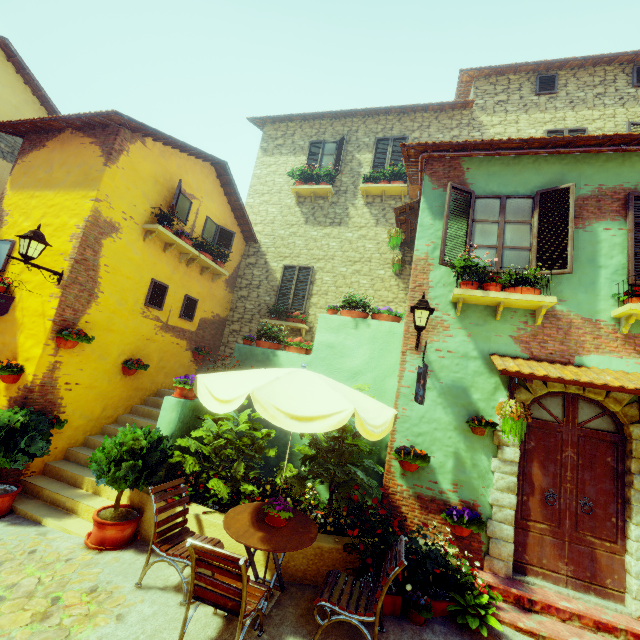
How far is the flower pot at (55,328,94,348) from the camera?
6.00m

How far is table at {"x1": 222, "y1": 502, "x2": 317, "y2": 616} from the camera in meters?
3.6 m

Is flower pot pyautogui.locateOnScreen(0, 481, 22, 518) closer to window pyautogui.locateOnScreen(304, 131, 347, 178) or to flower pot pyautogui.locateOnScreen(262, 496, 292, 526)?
flower pot pyautogui.locateOnScreen(262, 496, 292, 526)

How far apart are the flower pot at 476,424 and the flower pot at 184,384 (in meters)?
4.77

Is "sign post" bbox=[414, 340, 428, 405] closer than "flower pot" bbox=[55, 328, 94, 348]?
Yes

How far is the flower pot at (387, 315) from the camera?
7.1m

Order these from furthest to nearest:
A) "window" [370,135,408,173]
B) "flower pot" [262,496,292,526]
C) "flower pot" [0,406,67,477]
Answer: "window" [370,135,408,173] → "flower pot" [0,406,67,477] → "flower pot" [262,496,292,526]

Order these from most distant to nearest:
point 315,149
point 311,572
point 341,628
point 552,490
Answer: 1. point 315,149
2. point 552,490
3. point 311,572
4. point 341,628
